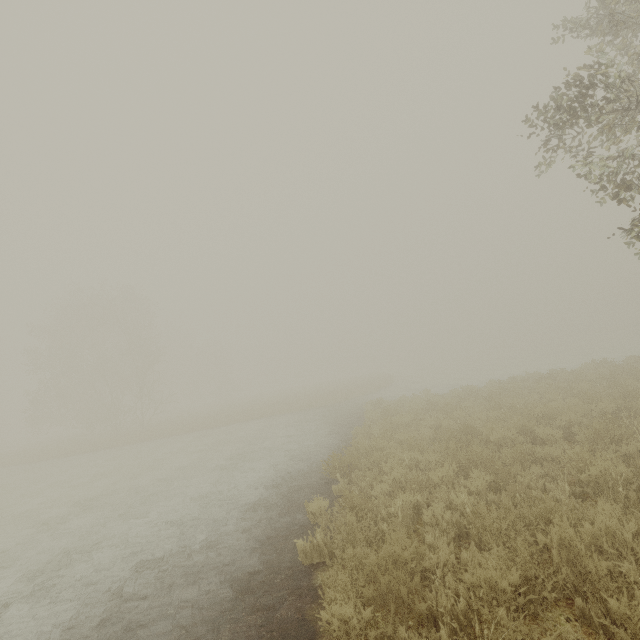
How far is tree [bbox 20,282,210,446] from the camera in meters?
29.5 m

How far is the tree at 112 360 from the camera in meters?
29.5 m

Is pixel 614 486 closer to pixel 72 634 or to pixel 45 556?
pixel 72 634
